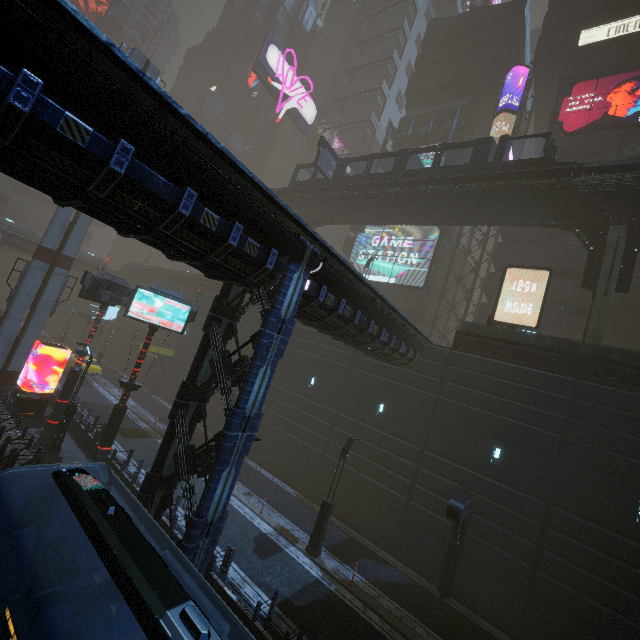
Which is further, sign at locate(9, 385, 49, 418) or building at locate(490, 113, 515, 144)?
building at locate(490, 113, 515, 144)

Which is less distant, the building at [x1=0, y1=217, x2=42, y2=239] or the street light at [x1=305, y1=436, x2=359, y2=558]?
the street light at [x1=305, y1=436, x2=359, y2=558]

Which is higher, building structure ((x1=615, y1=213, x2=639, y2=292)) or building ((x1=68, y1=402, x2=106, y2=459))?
building structure ((x1=615, y1=213, x2=639, y2=292))

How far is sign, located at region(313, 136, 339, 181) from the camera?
27.33m

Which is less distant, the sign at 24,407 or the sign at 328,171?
the sign at 24,407

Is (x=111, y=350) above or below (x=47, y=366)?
above

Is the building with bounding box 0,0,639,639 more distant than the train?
Yes

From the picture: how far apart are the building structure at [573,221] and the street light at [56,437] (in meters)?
28.46
